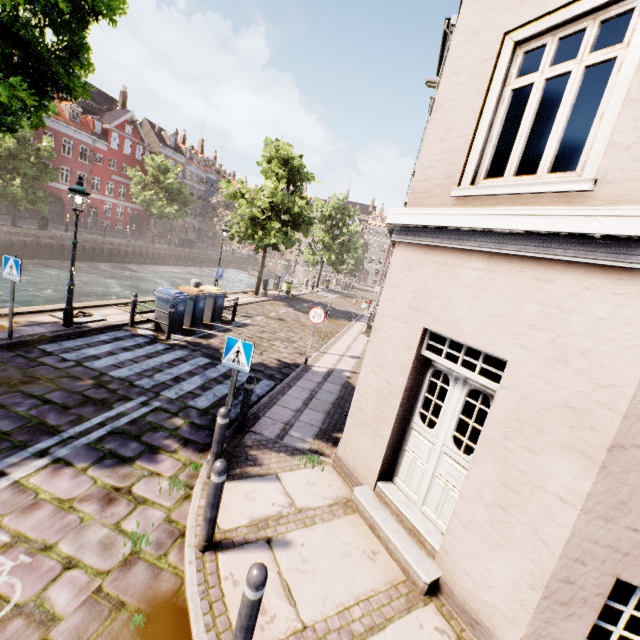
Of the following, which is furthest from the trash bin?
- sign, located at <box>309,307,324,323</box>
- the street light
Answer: the street light

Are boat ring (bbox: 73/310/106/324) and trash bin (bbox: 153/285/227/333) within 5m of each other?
yes

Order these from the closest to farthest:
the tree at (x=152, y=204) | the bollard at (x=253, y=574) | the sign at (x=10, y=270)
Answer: the bollard at (x=253, y=574) < the sign at (x=10, y=270) < the tree at (x=152, y=204)

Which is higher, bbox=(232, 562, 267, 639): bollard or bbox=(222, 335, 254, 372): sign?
bbox=(222, 335, 254, 372): sign

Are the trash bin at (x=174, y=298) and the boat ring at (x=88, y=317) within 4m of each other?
yes

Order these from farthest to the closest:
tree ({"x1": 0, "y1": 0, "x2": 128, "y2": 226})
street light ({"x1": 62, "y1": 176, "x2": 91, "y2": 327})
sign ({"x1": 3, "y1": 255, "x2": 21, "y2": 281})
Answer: street light ({"x1": 62, "y1": 176, "x2": 91, "y2": 327})
sign ({"x1": 3, "y1": 255, "x2": 21, "y2": 281})
tree ({"x1": 0, "y1": 0, "x2": 128, "y2": 226})

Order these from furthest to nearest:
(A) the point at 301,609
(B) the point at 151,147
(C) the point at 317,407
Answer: (B) the point at 151,147
(C) the point at 317,407
(A) the point at 301,609

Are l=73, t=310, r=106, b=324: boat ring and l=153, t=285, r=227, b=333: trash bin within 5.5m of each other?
yes
